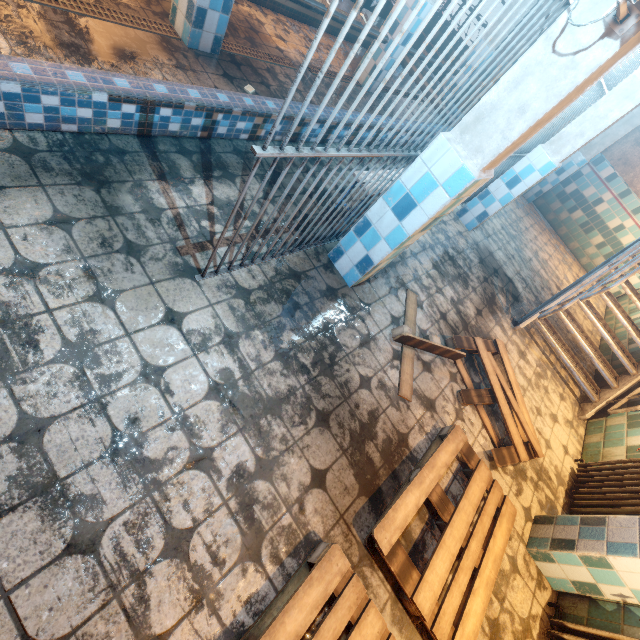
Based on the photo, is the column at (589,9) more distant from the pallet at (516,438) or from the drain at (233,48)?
the drain at (233,48)

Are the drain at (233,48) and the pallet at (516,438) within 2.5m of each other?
no

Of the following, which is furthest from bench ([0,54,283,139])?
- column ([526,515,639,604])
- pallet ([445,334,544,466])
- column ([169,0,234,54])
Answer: column ([526,515,639,604])

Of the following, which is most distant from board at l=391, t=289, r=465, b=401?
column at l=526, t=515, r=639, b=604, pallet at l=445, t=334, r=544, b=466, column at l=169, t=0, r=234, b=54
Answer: column at l=169, t=0, r=234, b=54

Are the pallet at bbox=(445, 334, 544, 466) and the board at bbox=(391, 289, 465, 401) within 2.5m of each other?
yes

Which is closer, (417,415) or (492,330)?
(417,415)

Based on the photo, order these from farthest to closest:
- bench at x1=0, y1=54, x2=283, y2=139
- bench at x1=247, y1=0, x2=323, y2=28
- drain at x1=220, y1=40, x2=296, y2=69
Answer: bench at x1=247, y1=0, x2=323, y2=28 < drain at x1=220, y1=40, x2=296, y2=69 < bench at x1=0, y1=54, x2=283, y2=139

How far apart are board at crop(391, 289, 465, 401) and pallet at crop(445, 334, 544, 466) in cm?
9
